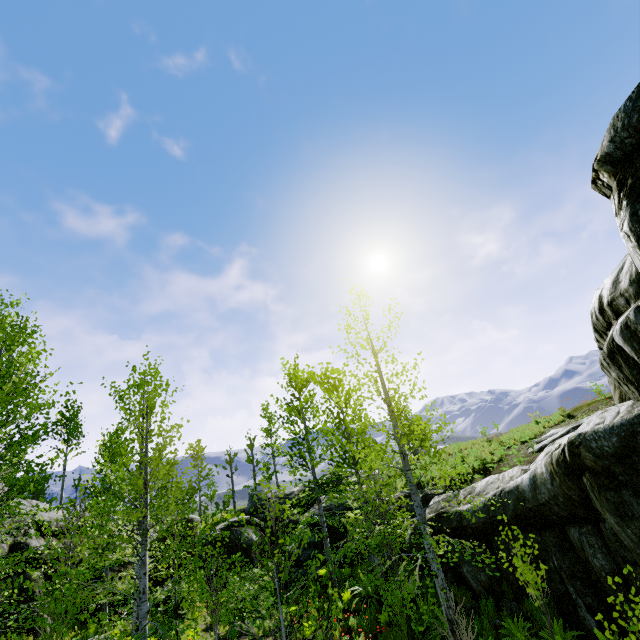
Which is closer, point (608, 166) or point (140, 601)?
point (608, 166)

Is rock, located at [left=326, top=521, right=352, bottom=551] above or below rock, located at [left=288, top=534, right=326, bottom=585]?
above

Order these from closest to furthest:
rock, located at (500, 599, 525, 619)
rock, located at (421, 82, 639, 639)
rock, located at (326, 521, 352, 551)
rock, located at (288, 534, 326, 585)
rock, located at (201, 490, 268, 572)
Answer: rock, located at (421, 82, 639, 639)
rock, located at (500, 599, 525, 619)
rock, located at (288, 534, 326, 585)
rock, located at (326, 521, 352, 551)
rock, located at (201, 490, 268, 572)

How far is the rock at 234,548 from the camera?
22.58m

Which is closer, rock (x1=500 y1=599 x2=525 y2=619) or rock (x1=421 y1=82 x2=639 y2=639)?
rock (x1=421 y1=82 x2=639 y2=639)

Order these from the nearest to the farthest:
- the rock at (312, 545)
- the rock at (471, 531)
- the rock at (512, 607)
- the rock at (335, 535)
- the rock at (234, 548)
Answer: the rock at (471, 531) → the rock at (512, 607) → the rock at (312, 545) → the rock at (335, 535) → the rock at (234, 548)

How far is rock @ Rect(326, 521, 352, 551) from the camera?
16.9m
